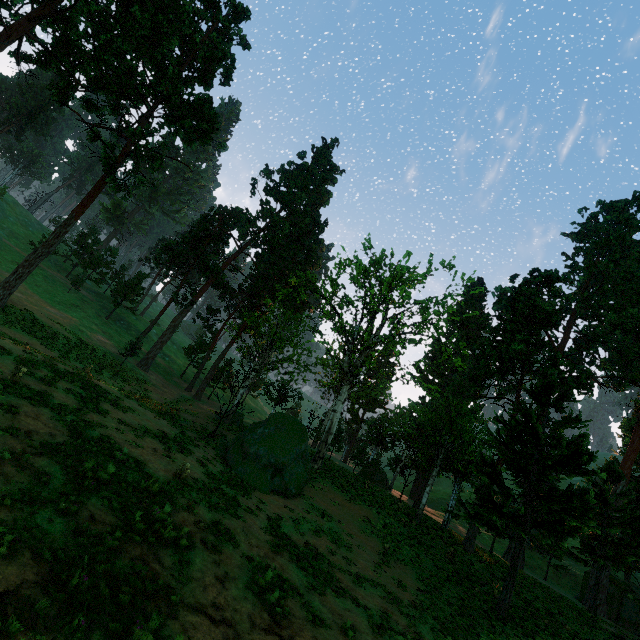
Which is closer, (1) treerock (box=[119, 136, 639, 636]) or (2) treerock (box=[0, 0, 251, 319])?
(1) treerock (box=[119, 136, 639, 636])

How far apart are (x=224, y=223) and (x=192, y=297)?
11.7 meters

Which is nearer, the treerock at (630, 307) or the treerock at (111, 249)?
the treerock at (630, 307)
